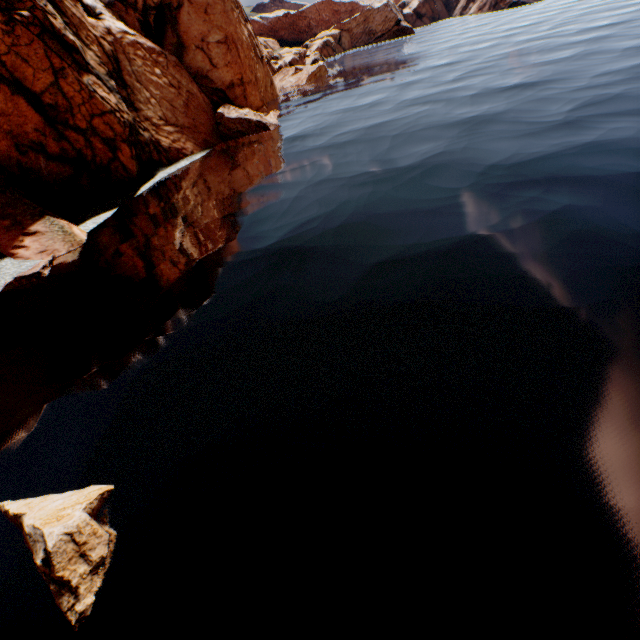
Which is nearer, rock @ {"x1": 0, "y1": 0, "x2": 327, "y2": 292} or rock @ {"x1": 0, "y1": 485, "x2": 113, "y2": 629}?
rock @ {"x1": 0, "y1": 485, "x2": 113, "y2": 629}

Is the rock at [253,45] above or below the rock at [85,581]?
above

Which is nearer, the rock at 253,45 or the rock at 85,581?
the rock at 85,581

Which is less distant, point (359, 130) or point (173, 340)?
point (173, 340)

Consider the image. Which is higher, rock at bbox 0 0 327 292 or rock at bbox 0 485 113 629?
rock at bbox 0 0 327 292
